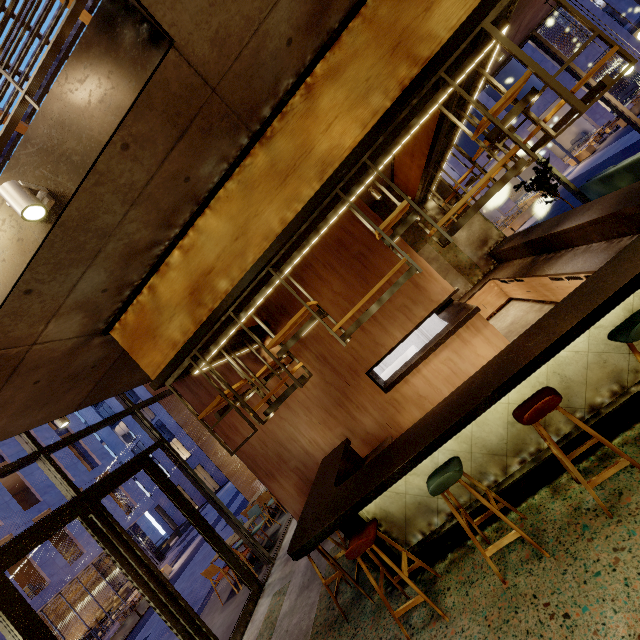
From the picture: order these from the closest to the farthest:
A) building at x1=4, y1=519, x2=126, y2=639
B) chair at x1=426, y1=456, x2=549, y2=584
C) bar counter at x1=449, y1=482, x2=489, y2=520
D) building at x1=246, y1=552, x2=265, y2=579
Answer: chair at x1=426, y1=456, x2=549, y2=584
bar counter at x1=449, y1=482, x2=489, y2=520
building at x1=246, y1=552, x2=265, y2=579
building at x1=4, y1=519, x2=126, y2=639

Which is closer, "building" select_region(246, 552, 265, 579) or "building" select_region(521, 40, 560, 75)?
"building" select_region(246, 552, 265, 579)

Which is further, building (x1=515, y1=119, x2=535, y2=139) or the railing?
building (x1=515, y1=119, x2=535, y2=139)

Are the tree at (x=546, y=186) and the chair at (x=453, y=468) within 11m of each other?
yes

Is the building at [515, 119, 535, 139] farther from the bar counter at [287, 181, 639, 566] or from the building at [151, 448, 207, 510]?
the bar counter at [287, 181, 639, 566]

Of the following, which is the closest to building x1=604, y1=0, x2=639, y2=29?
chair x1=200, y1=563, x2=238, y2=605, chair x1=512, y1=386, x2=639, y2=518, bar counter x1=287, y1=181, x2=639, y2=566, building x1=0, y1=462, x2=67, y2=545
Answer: bar counter x1=287, y1=181, x2=639, y2=566

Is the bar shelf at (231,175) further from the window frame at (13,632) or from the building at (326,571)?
the window frame at (13,632)

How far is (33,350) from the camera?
3.31m
